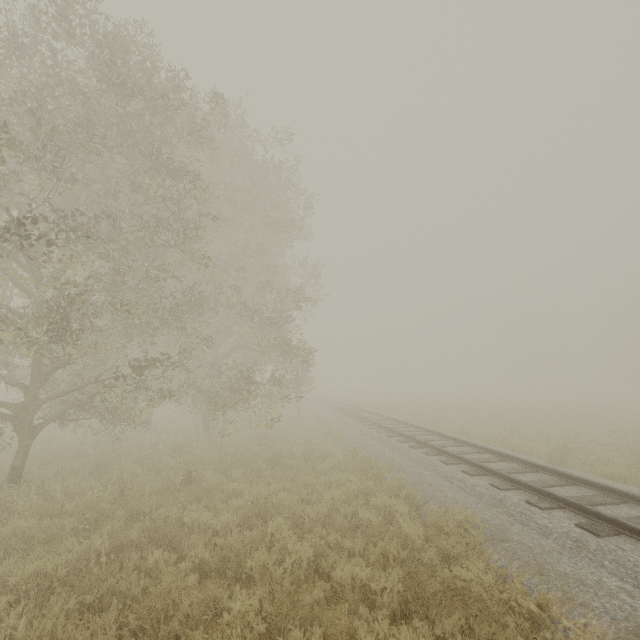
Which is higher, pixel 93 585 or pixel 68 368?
pixel 68 368
